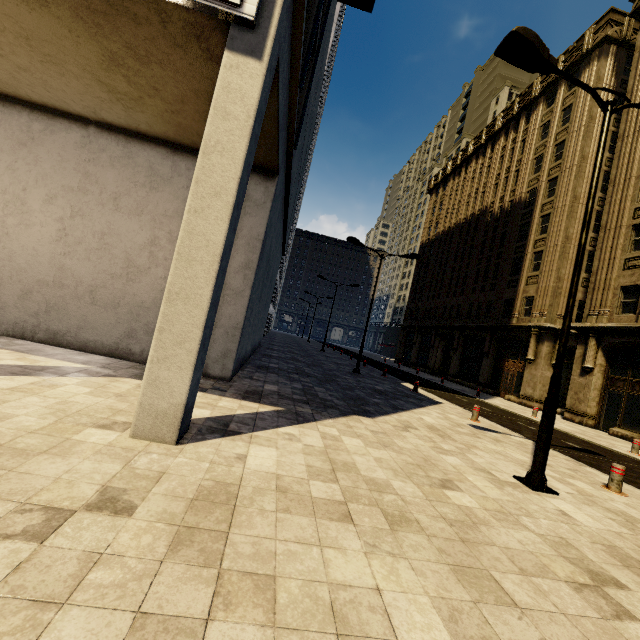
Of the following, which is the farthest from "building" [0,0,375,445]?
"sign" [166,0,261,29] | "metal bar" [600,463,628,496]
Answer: "metal bar" [600,463,628,496]

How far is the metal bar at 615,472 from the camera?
6.67m

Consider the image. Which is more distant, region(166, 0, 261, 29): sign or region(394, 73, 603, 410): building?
region(394, 73, 603, 410): building

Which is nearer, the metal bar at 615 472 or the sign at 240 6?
the sign at 240 6

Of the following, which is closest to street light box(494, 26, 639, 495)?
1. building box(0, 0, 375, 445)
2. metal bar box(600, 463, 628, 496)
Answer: metal bar box(600, 463, 628, 496)

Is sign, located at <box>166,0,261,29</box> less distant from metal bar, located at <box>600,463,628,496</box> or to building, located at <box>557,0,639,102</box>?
building, located at <box>557,0,639,102</box>

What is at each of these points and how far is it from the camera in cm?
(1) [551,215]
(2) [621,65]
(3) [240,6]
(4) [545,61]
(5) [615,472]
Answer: (1) building, 2458
(2) building, 2330
(3) sign, 421
(4) street light, 588
(5) metal bar, 673

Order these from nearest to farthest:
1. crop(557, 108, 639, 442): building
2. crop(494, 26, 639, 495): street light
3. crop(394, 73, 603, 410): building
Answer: crop(494, 26, 639, 495): street light → crop(557, 108, 639, 442): building → crop(394, 73, 603, 410): building
